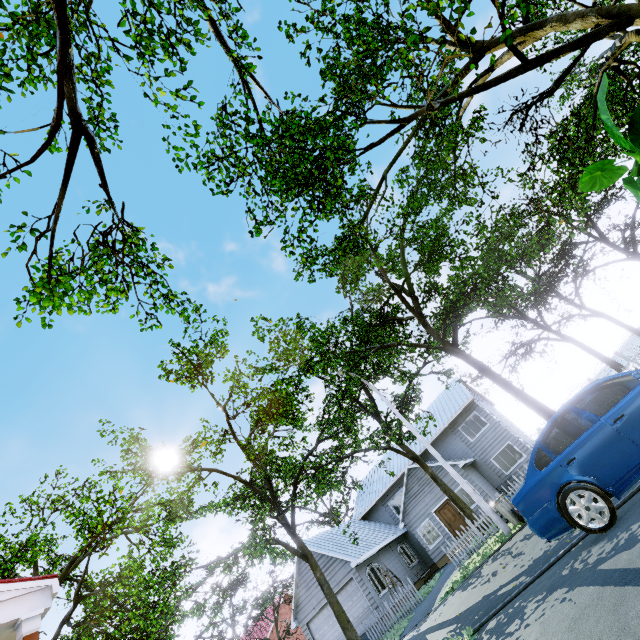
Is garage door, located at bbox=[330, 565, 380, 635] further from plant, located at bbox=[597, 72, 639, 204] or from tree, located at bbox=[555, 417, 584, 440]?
plant, located at bbox=[597, 72, 639, 204]

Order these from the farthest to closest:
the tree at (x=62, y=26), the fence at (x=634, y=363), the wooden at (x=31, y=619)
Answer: the fence at (x=634, y=363), the tree at (x=62, y=26), the wooden at (x=31, y=619)

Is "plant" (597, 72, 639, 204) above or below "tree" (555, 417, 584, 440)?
above

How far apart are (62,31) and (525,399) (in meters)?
16.46

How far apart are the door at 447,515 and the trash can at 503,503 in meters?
11.1 m

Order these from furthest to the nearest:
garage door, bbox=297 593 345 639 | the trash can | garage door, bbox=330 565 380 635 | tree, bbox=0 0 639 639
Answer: garage door, bbox=297 593 345 639
garage door, bbox=330 565 380 635
the trash can
tree, bbox=0 0 639 639

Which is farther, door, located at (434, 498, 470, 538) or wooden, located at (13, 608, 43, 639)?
door, located at (434, 498, 470, 538)

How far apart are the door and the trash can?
11.06m
